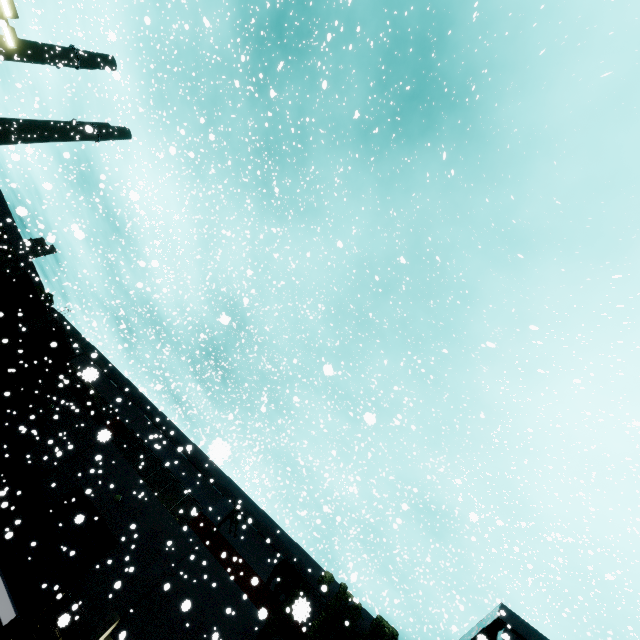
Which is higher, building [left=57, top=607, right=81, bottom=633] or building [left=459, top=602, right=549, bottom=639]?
building [left=459, top=602, right=549, bottom=639]

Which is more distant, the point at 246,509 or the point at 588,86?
the point at 588,86

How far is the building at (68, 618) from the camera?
5.01m

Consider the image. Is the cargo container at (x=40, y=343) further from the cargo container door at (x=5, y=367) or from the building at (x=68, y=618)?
the building at (x=68, y=618)

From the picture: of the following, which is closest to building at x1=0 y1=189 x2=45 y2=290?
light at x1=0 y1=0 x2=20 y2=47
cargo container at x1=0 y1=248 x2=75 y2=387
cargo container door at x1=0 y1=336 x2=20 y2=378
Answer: cargo container at x1=0 y1=248 x2=75 y2=387

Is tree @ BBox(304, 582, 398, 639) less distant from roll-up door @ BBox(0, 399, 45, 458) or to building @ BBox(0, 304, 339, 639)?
building @ BBox(0, 304, 339, 639)

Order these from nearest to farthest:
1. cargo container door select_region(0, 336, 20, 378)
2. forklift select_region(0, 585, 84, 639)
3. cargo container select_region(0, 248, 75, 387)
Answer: forklift select_region(0, 585, 84, 639), cargo container door select_region(0, 336, 20, 378), cargo container select_region(0, 248, 75, 387)

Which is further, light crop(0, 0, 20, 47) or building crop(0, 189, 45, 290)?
building crop(0, 189, 45, 290)
